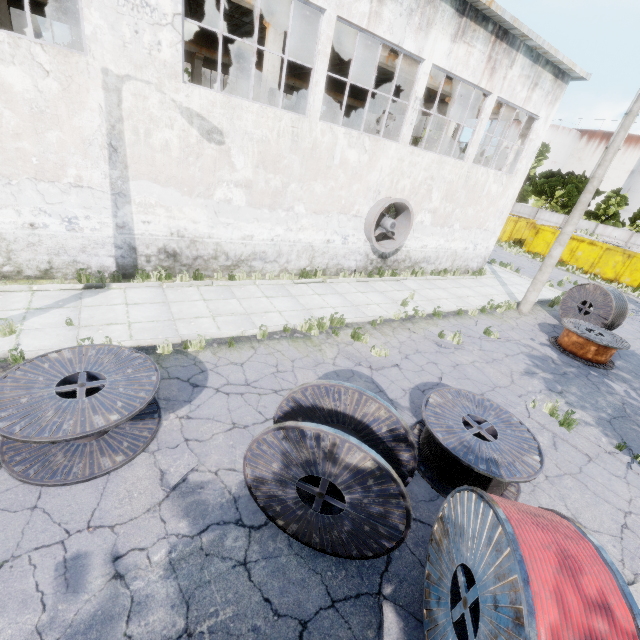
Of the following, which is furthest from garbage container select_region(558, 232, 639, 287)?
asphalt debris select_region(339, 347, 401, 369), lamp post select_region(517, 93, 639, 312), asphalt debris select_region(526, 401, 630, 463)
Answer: asphalt debris select_region(339, 347, 401, 369)

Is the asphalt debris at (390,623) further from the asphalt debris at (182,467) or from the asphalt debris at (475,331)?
the asphalt debris at (475,331)

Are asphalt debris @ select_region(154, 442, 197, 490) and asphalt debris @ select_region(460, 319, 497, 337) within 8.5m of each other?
no

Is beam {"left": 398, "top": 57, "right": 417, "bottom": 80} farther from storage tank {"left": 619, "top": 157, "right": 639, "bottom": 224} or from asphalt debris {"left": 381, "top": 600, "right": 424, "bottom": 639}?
storage tank {"left": 619, "top": 157, "right": 639, "bottom": 224}

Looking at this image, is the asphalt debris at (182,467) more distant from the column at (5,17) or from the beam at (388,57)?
the column at (5,17)

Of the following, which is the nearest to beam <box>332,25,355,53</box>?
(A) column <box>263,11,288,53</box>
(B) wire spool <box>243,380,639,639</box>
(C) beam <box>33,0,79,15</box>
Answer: (A) column <box>263,11,288,53</box>

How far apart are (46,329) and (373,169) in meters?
11.3 m

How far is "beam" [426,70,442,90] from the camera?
14.6 meters
